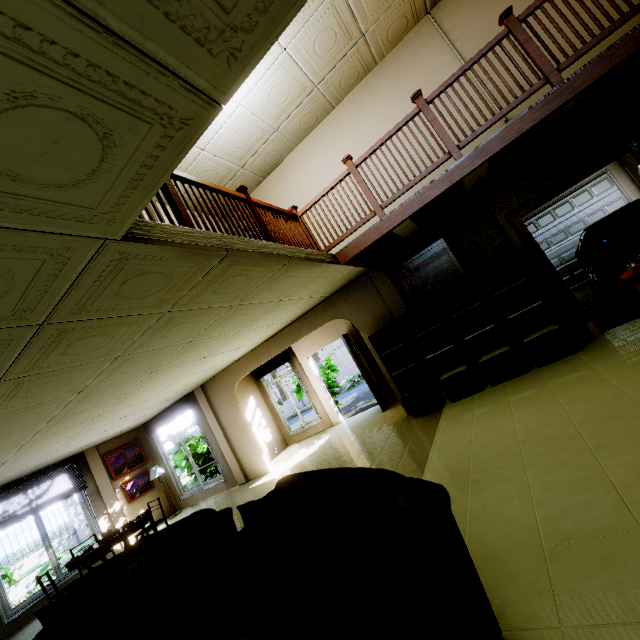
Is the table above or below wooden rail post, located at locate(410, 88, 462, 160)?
below

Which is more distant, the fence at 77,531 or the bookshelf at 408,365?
the fence at 77,531

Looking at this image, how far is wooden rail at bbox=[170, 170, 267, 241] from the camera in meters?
3.1 m

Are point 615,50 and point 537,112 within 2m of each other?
yes

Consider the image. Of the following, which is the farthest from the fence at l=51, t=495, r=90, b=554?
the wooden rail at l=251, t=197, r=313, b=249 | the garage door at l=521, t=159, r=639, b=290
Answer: the wooden rail at l=251, t=197, r=313, b=249

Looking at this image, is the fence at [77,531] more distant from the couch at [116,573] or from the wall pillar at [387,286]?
the wall pillar at [387,286]

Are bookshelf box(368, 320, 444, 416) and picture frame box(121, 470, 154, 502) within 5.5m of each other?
no

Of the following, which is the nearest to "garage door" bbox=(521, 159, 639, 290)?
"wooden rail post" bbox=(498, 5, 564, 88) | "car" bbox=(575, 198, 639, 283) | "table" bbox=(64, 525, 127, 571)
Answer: "car" bbox=(575, 198, 639, 283)
